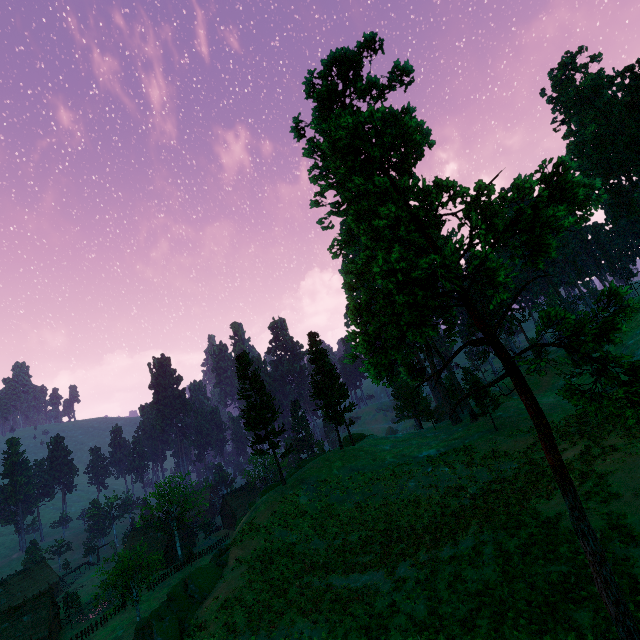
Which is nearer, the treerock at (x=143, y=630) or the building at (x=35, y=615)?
the treerock at (x=143, y=630)

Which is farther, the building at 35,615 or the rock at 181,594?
the building at 35,615

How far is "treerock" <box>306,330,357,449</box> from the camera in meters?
42.7 m

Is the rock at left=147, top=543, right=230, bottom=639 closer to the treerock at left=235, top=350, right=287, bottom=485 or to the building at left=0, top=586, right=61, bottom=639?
the treerock at left=235, top=350, right=287, bottom=485

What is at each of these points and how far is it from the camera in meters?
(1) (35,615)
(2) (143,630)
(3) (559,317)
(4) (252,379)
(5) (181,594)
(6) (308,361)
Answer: (1) building, 50.3
(2) treerock, 36.9
(3) treerock, 10.0
(4) treerock, 38.7
(5) rock, 25.2
(6) treerock, 46.2

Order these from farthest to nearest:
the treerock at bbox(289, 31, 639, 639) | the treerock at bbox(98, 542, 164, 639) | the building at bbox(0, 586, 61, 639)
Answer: the building at bbox(0, 586, 61, 639) < the treerock at bbox(98, 542, 164, 639) < the treerock at bbox(289, 31, 639, 639)

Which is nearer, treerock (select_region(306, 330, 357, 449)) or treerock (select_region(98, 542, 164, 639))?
treerock (select_region(98, 542, 164, 639))
